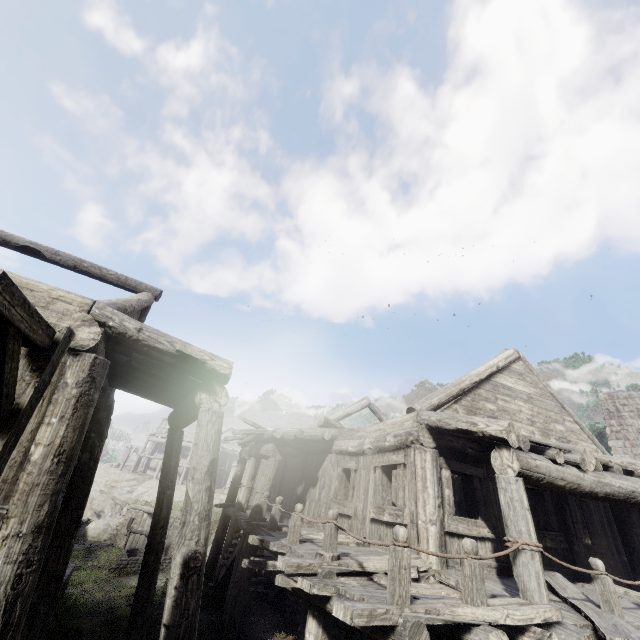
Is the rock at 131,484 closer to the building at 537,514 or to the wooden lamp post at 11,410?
the building at 537,514

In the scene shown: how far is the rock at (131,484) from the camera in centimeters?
3694cm

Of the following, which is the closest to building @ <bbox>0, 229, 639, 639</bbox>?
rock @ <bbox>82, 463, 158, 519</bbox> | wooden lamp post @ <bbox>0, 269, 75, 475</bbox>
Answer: rock @ <bbox>82, 463, 158, 519</bbox>

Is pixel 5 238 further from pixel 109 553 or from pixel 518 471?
pixel 109 553

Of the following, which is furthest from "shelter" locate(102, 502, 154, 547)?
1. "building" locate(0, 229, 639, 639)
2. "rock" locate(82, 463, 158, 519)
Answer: "building" locate(0, 229, 639, 639)

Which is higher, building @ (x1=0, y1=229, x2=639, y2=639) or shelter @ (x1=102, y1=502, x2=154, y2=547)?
→ building @ (x1=0, y1=229, x2=639, y2=639)

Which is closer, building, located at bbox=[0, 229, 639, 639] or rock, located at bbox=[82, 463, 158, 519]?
building, located at bbox=[0, 229, 639, 639]

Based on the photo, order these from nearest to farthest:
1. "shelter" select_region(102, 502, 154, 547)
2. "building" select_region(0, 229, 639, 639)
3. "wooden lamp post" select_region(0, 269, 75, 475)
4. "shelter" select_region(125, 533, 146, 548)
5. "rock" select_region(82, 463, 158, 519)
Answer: "wooden lamp post" select_region(0, 269, 75, 475)
"building" select_region(0, 229, 639, 639)
"shelter" select_region(125, 533, 146, 548)
"shelter" select_region(102, 502, 154, 547)
"rock" select_region(82, 463, 158, 519)
